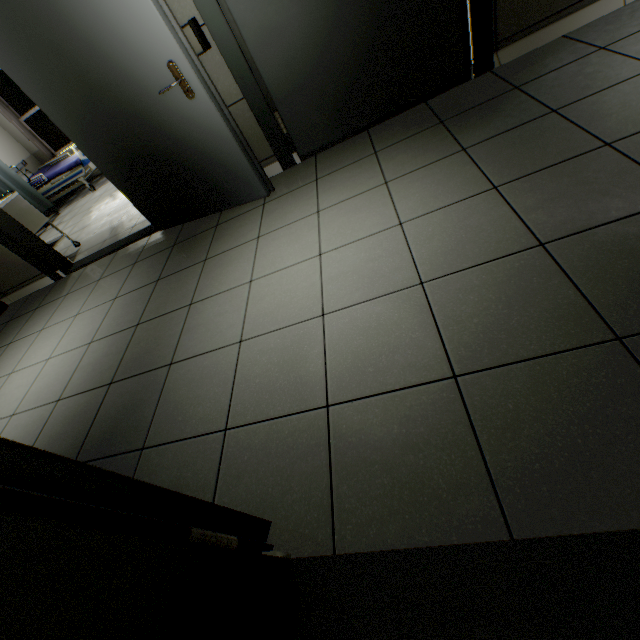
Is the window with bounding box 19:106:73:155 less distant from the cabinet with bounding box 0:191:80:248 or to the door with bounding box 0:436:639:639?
the cabinet with bounding box 0:191:80:248

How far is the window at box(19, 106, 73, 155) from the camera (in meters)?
7.06

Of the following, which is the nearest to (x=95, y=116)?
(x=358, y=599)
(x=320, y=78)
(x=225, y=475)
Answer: (x=320, y=78)

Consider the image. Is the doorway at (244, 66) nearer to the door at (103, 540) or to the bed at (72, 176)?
the door at (103, 540)

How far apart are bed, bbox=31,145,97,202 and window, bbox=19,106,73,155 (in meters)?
0.99

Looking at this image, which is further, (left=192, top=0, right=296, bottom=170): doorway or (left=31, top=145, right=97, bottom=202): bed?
(left=31, top=145, right=97, bottom=202): bed

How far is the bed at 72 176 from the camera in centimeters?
634cm

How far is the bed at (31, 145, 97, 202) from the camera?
6.34m
